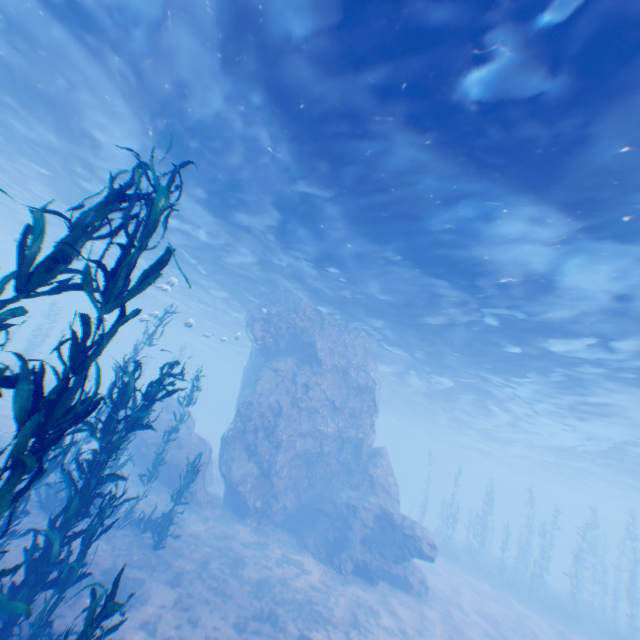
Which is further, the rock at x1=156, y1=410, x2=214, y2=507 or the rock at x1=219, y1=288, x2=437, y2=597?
the rock at x1=156, y1=410, x2=214, y2=507

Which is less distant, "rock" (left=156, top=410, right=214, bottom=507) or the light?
the light

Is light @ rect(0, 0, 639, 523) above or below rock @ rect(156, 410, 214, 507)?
above

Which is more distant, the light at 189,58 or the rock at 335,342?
the rock at 335,342

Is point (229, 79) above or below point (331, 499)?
above

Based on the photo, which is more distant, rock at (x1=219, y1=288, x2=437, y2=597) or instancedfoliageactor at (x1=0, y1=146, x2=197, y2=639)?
rock at (x1=219, y1=288, x2=437, y2=597)

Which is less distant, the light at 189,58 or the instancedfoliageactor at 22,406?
the instancedfoliageactor at 22,406
